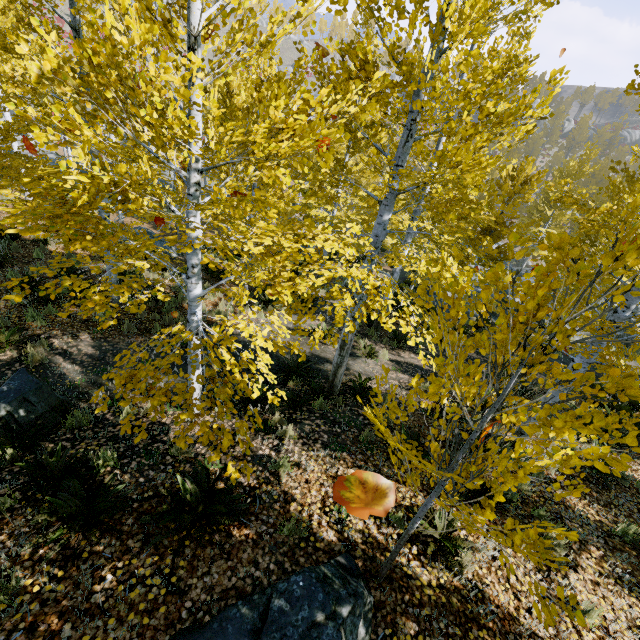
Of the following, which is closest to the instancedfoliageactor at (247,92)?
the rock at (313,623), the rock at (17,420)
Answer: the rock at (313,623)

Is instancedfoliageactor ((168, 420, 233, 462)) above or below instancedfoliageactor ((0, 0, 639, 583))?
below

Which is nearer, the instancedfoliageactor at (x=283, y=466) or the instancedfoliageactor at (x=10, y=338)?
the instancedfoliageactor at (x=283, y=466)

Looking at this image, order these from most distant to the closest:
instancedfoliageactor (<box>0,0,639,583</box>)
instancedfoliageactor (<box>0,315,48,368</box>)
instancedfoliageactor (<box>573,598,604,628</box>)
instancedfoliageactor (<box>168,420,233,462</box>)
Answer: instancedfoliageactor (<box>0,315,48,368</box>)
instancedfoliageactor (<box>168,420,233,462</box>)
instancedfoliageactor (<box>0,0,639,583</box>)
instancedfoliageactor (<box>573,598,604,628</box>)

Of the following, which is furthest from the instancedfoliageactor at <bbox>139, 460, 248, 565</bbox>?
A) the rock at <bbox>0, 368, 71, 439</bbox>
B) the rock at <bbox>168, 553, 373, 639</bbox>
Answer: the rock at <bbox>0, 368, 71, 439</bbox>

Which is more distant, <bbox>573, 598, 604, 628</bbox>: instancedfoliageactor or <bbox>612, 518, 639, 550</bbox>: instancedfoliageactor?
<bbox>612, 518, 639, 550</bbox>: instancedfoliageactor

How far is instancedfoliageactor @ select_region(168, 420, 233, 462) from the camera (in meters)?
3.19

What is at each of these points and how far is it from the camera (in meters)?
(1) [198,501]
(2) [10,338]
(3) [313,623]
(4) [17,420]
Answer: (1) instancedfoliageactor, 3.84
(2) instancedfoliageactor, 6.73
(3) rock, 2.60
(4) rock, 4.64
